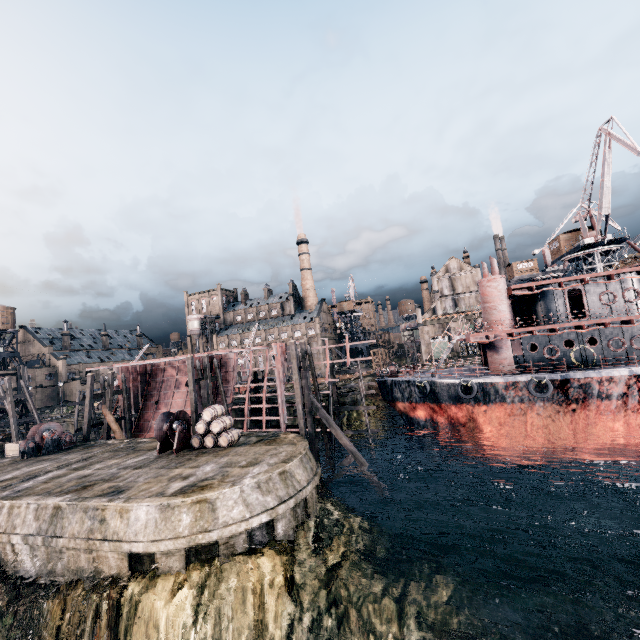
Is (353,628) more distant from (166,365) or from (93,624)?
(166,365)

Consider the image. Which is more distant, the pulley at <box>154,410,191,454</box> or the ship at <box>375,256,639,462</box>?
the ship at <box>375,256,639,462</box>

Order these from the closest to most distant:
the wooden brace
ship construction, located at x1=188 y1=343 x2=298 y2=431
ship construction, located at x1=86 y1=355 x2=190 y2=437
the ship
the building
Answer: the wooden brace < the ship < ship construction, located at x1=188 y1=343 x2=298 y2=431 < ship construction, located at x1=86 y1=355 x2=190 y2=437 < the building

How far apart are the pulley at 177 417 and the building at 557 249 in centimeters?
5193cm

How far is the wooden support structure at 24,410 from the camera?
41.6m

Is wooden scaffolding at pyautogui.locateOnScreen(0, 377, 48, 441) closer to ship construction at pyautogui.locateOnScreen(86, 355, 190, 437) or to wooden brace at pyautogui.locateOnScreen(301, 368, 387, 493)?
ship construction at pyautogui.locateOnScreen(86, 355, 190, 437)

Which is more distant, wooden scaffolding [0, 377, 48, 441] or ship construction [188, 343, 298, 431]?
wooden scaffolding [0, 377, 48, 441]

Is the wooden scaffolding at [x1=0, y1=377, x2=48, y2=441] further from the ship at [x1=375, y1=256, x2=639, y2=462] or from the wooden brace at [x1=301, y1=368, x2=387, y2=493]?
the ship at [x1=375, y1=256, x2=639, y2=462]
